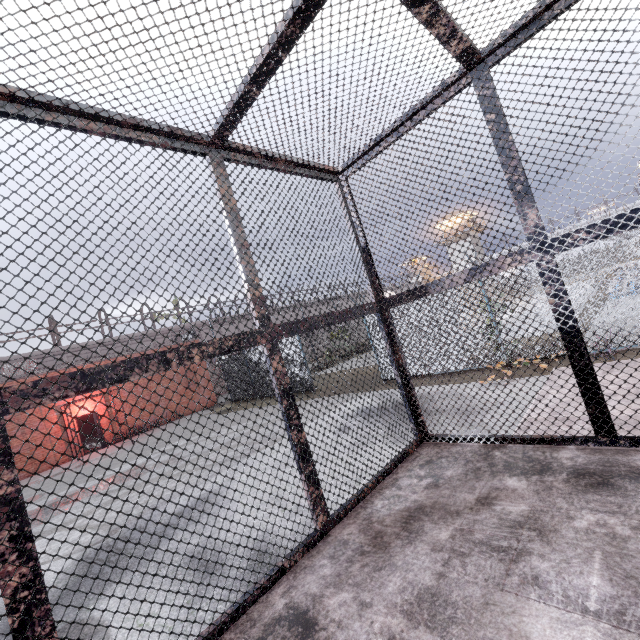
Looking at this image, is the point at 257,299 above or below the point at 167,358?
above

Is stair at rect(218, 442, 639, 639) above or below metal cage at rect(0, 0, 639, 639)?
below

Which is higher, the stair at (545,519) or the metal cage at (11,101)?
the metal cage at (11,101)
